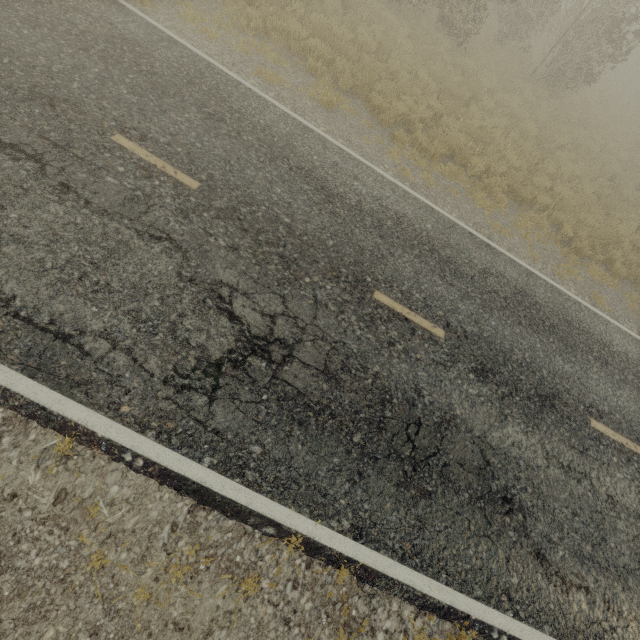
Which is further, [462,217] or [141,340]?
[462,217]
